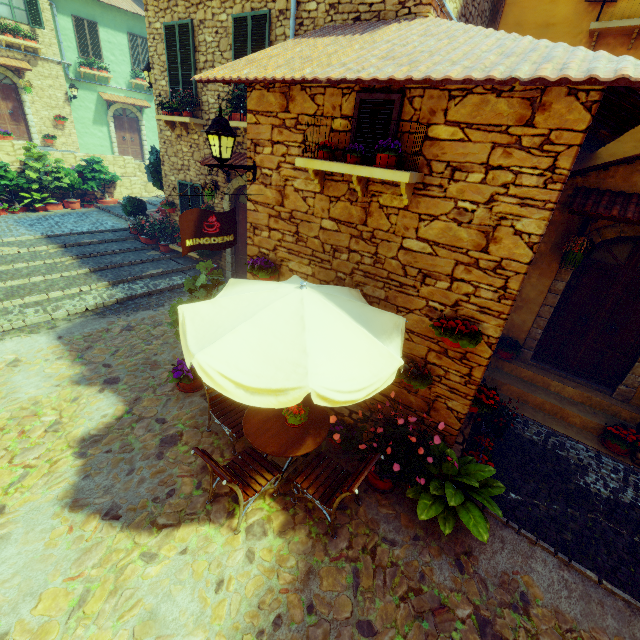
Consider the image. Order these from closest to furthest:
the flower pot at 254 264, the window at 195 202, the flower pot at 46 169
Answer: the flower pot at 254 264
the window at 195 202
the flower pot at 46 169

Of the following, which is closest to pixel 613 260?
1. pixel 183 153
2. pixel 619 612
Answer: pixel 619 612

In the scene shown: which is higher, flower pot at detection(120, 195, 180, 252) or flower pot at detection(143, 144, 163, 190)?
flower pot at detection(143, 144, 163, 190)

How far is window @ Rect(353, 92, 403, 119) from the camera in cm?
361

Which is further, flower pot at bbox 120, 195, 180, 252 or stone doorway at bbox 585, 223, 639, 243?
flower pot at bbox 120, 195, 180, 252

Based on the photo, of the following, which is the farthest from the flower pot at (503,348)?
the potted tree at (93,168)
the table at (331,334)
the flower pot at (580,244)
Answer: the potted tree at (93,168)

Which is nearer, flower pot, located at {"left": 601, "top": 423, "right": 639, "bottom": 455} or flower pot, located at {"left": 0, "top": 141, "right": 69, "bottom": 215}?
flower pot, located at {"left": 601, "top": 423, "right": 639, "bottom": 455}

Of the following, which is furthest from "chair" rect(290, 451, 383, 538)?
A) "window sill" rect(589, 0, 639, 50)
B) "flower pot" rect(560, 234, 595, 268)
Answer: "window sill" rect(589, 0, 639, 50)
